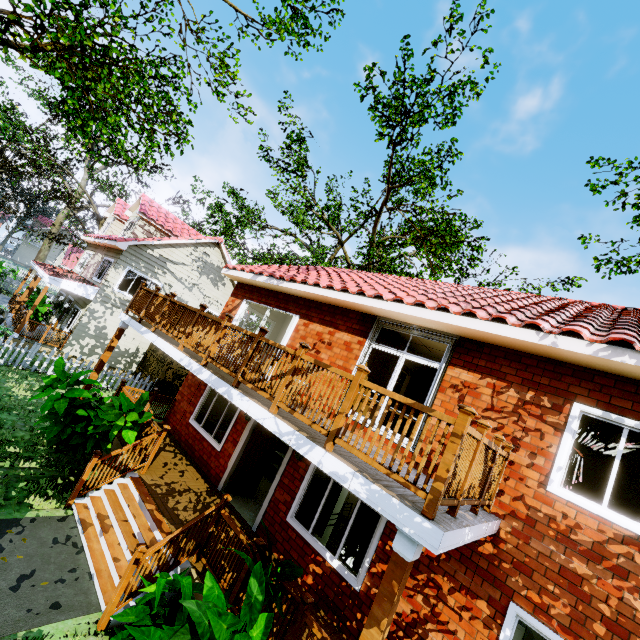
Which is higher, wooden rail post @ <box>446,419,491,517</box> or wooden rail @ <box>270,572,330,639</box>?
wooden rail post @ <box>446,419,491,517</box>

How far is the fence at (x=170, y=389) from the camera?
16.2 meters

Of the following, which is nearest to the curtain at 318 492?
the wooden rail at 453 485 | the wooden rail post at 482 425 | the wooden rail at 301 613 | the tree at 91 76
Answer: the wooden rail at 301 613

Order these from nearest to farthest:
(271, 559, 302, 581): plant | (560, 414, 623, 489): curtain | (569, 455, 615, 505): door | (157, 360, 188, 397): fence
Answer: (271, 559, 302, 581): plant < (560, 414, 623, 489): curtain < (569, 455, 615, 505): door < (157, 360, 188, 397): fence

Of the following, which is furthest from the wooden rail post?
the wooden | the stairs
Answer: the stairs

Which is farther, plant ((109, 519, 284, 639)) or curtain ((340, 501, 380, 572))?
curtain ((340, 501, 380, 572))

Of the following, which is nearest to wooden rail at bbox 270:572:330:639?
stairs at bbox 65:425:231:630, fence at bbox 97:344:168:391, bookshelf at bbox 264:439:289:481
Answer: stairs at bbox 65:425:231:630

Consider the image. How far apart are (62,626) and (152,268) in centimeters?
1589cm
